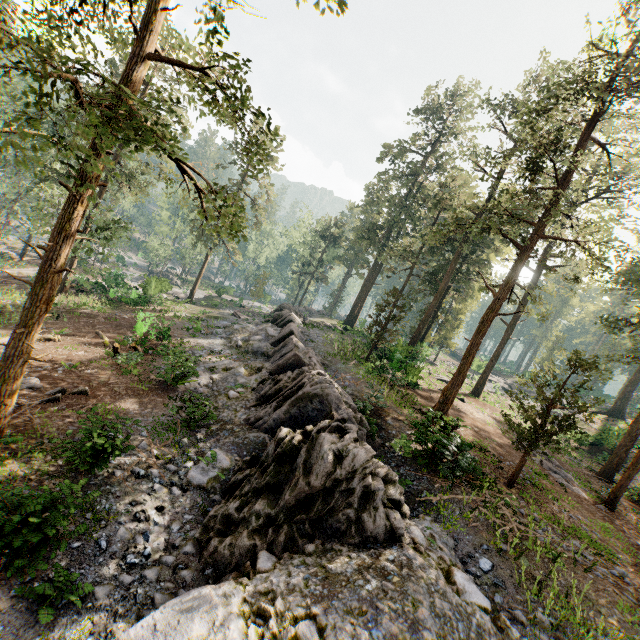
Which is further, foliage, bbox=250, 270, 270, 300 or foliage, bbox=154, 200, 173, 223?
foliage, bbox=250, 270, 270, 300

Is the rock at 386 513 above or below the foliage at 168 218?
below

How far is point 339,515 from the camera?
8.77m

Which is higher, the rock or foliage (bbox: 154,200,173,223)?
foliage (bbox: 154,200,173,223)

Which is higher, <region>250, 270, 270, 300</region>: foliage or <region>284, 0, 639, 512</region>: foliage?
<region>284, 0, 639, 512</region>: foliage

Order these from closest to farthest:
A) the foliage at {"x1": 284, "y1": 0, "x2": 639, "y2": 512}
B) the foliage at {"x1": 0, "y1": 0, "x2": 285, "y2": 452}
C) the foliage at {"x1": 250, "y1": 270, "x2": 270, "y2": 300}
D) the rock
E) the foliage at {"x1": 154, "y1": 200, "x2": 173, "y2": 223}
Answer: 1. the foliage at {"x1": 0, "y1": 0, "x2": 285, "y2": 452}
2. the rock
3. the foliage at {"x1": 284, "y1": 0, "x2": 639, "y2": 512}
4. the foliage at {"x1": 154, "y1": 200, "x2": 173, "y2": 223}
5. the foliage at {"x1": 250, "y1": 270, "x2": 270, "y2": 300}

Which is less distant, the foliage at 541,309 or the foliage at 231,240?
the foliage at 231,240
